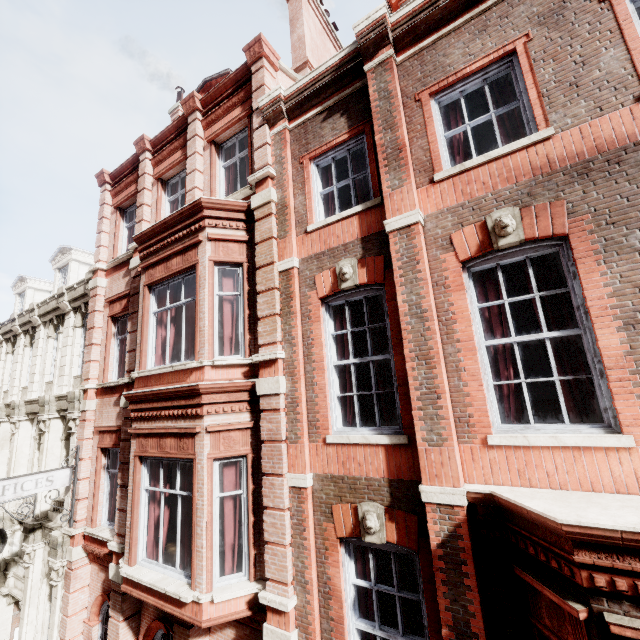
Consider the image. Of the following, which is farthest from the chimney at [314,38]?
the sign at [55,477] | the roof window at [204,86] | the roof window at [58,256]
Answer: the roof window at [58,256]

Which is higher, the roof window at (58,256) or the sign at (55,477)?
the roof window at (58,256)

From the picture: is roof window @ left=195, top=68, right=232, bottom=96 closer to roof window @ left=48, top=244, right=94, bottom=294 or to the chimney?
the chimney

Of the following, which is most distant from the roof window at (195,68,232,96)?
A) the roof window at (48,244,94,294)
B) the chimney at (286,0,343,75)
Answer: the roof window at (48,244,94,294)

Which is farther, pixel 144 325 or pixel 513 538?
pixel 144 325

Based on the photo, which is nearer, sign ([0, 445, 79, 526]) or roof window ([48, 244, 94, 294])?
sign ([0, 445, 79, 526])

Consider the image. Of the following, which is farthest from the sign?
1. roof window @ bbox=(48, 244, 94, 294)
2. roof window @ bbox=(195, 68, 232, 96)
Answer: roof window @ bbox=(195, 68, 232, 96)

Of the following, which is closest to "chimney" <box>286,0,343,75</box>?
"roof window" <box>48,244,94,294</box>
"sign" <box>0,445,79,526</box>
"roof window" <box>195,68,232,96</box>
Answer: "roof window" <box>195,68,232,96</box>
